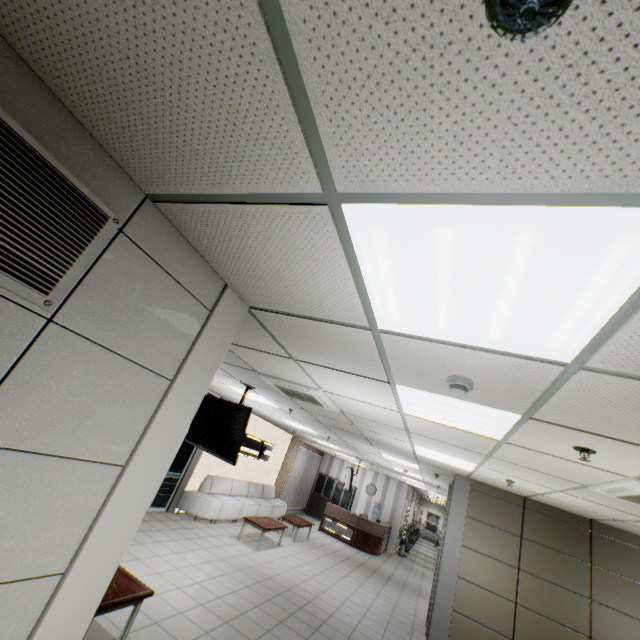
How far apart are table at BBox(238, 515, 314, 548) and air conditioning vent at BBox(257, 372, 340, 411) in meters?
5.7 m

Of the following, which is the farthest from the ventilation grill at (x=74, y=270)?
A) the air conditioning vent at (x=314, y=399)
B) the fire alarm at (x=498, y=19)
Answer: the air conditioning vent at (x=314, y=399)

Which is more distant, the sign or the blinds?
the blinds

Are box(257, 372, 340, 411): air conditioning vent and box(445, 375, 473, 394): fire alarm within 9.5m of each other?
yes

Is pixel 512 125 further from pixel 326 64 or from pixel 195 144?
pixel 195 144

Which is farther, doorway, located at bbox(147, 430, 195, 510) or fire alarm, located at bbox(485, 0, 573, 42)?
doorway, located at bbox(147, 430, 195, 510)

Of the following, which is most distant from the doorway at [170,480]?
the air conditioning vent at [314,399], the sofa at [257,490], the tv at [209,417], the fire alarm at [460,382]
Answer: the fire alarm at [460,382]

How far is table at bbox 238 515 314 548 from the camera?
8.9m
